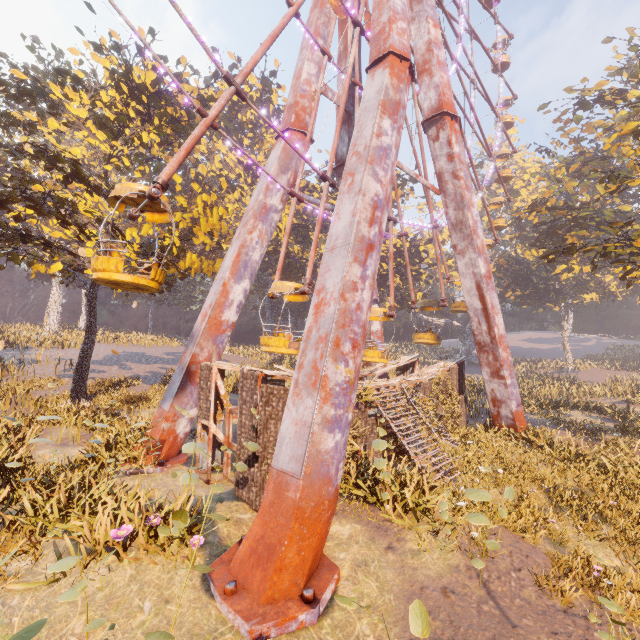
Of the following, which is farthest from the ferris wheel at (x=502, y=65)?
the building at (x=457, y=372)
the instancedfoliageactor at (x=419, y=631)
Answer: the instancedfoliageactor at (x=419, y=631)

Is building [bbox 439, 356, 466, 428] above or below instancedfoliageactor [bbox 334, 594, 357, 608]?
above

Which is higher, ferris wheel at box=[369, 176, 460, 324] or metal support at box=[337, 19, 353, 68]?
metal support at box=[337, 19, 353, 68]

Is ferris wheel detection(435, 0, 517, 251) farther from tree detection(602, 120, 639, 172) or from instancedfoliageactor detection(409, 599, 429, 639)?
tree detection(602, 120, 639, 172)

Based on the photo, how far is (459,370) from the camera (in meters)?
18.89

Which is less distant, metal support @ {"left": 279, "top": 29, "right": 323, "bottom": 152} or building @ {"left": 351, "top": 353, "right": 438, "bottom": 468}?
building @ {"left": 351, "top": 353, "right": 438, "bottom": 468}

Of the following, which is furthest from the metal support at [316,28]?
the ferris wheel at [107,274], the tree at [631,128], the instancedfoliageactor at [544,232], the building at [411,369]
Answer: the instancedfoliageactor at [544,232]

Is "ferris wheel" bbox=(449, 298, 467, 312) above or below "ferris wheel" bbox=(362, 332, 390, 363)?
above
